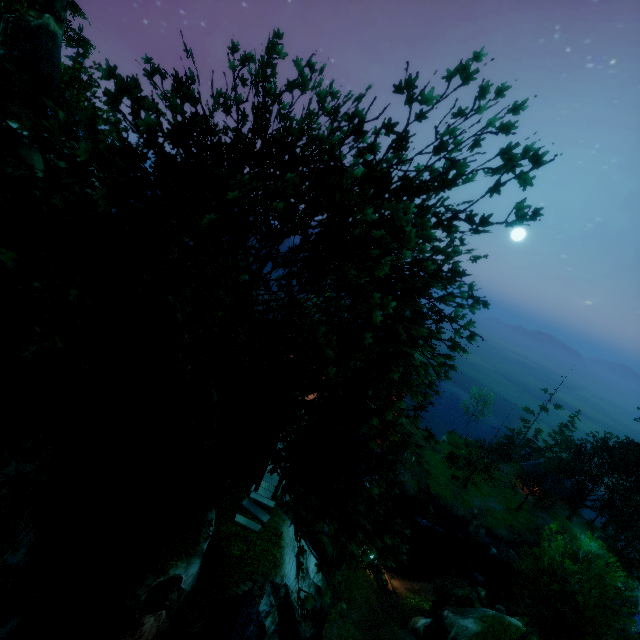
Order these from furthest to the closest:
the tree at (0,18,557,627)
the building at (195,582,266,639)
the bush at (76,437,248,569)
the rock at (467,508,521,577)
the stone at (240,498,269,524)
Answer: the rock at (467,508,521,577)
the stone at (240,498,269,524)
the building at (195,582,266,639)
the bush at (76,437,248,569)
the tree at (0,18,557,627)

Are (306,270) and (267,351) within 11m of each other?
yes

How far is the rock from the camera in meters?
37.5 m

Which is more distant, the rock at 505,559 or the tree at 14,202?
the rock at 505,559

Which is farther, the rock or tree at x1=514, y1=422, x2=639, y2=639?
the rock

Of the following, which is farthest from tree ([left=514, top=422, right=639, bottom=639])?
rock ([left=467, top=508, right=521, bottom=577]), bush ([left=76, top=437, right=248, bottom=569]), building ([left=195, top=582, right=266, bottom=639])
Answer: rock ([left=467, top=508, right=521, bottom=577])

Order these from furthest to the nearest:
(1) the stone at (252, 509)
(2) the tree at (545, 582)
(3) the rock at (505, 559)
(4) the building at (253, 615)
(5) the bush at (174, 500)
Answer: (3) the rock at (505, 559) < (1) the stone at (252, 509) < (2) the tree at (545, 582) < (4) the building at (253, 615) < (5) the bush at (174, 500)

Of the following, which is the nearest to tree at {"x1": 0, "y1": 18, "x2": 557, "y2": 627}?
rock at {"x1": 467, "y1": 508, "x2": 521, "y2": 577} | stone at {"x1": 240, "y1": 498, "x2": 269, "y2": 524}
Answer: rock at {"x1": 467, "y1": 508, "x2": 521, "y2": 577}
